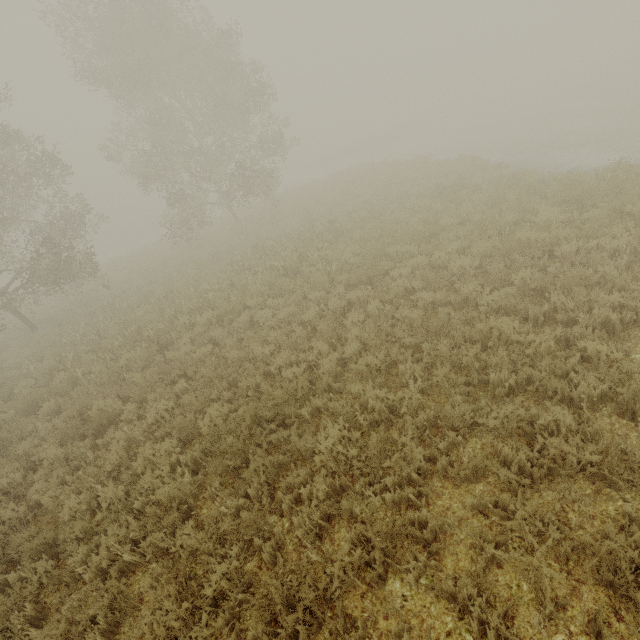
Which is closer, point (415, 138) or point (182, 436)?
point (182, 436)
